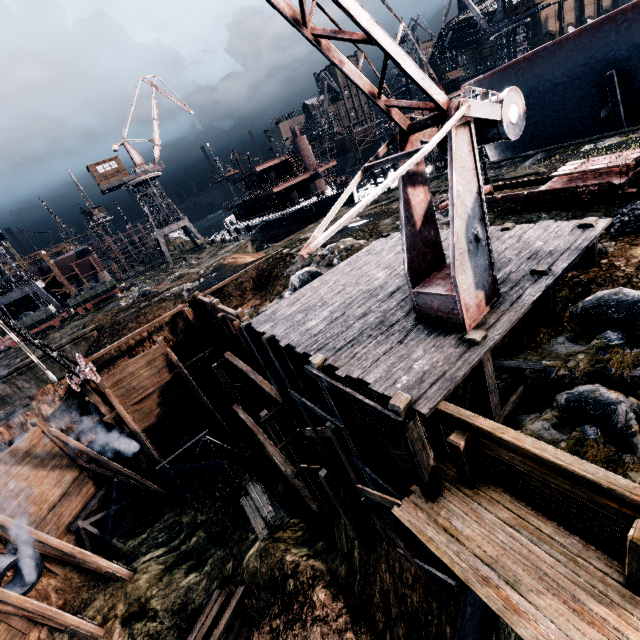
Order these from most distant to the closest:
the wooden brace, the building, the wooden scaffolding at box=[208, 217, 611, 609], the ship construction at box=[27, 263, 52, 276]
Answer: the ship construction at box=[27, 263, 52, 276], the building, the wooden brace, the wooden scaffolding at box=[208, 217, 611, 609]

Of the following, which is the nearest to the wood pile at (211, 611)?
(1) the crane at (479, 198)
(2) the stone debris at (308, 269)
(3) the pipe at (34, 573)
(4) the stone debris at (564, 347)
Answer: (3) the pipe at (34, 573)

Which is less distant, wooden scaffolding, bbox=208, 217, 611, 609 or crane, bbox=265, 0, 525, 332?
crane, bbox=265, 0, 525, 332

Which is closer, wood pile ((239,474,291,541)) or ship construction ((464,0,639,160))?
wood pile ((239,474,291,541))

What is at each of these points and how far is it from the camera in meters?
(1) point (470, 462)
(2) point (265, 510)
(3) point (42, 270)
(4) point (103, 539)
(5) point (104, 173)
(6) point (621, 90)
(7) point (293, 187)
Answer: (1) wooden scaffolding, 6.9
(2) wood pile, 19.9
(3) ship construction, 54.8
(4) wooden support structure, 19.4
(5) building, 47.5
(6) wooden scaffolding, 21.3
(7) ship, 48.0

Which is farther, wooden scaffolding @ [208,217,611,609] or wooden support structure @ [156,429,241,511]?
wooden support structure @ [156,429,241,511]

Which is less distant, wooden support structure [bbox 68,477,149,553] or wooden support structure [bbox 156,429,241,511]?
wooden support structure [bbox 68,477,149,553]

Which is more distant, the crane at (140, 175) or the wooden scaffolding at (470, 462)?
the crane at (140, 175)
